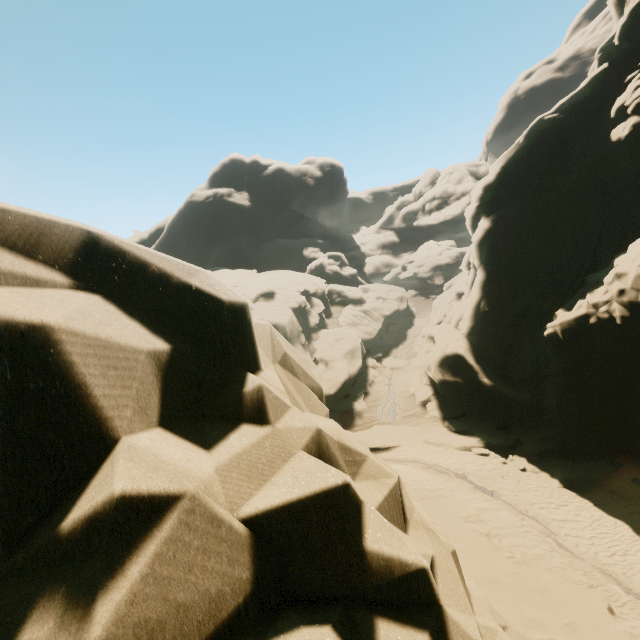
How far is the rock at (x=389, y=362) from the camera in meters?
35.8 m

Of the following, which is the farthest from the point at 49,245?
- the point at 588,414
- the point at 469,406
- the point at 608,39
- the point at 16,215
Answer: the point at 608,39

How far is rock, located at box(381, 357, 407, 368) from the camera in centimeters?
3575cm

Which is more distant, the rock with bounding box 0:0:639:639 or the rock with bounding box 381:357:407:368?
the rock with bounding box 381:357:407:368

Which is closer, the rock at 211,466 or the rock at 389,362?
the rock at 211,466
